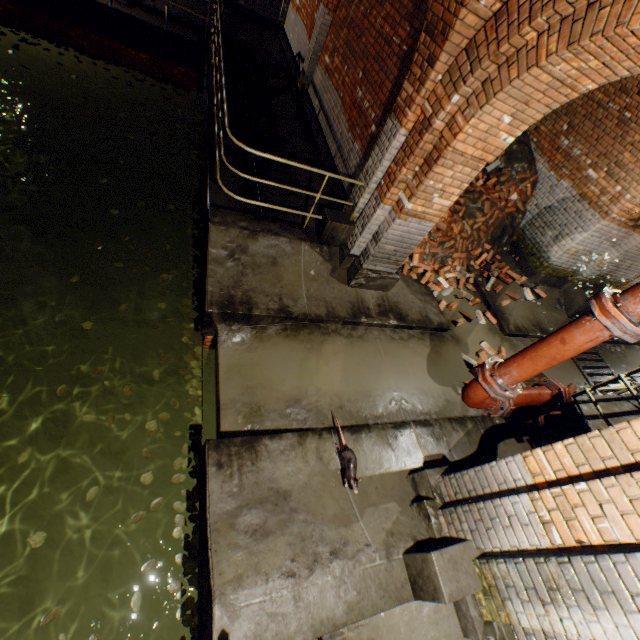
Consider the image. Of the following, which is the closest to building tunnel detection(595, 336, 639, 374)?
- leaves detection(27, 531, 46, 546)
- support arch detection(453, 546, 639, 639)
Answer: support arch detection(453, 546, 639, 639)

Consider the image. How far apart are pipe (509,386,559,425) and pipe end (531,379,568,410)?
0.0 meters

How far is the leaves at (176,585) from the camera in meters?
3.4

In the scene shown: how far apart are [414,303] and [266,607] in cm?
485

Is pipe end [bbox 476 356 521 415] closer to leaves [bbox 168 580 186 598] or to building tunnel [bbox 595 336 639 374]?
building tunnel [bbox 595 336 639 374]

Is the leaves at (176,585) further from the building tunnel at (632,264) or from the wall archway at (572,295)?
the wall archway at (572,295)

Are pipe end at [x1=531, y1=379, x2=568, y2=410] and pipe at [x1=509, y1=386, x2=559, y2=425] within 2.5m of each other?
yes

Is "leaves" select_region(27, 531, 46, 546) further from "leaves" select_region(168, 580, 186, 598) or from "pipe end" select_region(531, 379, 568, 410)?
"pipe end" select_region(531, 379, 568, 410)
